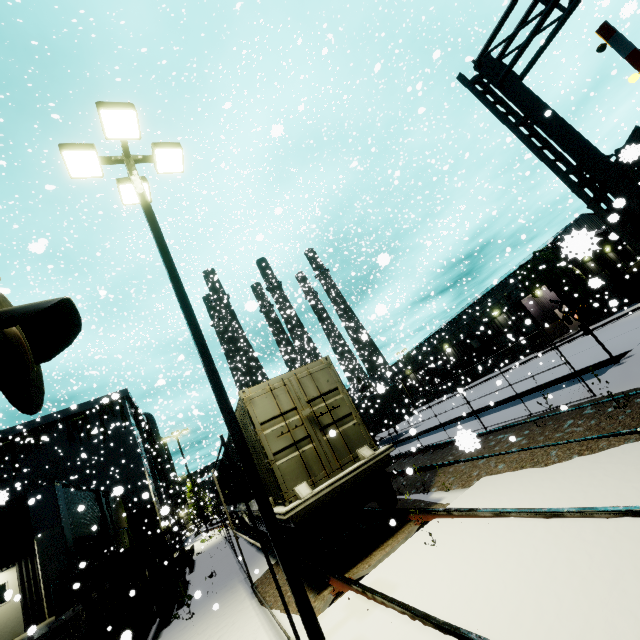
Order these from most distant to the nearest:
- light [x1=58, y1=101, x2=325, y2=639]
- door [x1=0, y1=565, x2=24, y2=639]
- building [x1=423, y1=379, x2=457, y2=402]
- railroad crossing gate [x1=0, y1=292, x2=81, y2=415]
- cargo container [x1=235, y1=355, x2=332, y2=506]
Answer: building [x1=423, y1=379, x2=457, y2=402] → door [x1=0, y1=565, x2=24, y2=639] → cargo container [x1=235, y1=355, x2=332, y2=506] → light [x1=58, y1=101, x2=325, y2=639] → railroad crossing gate [x1=0, y1=292, x2=81, y2=415]

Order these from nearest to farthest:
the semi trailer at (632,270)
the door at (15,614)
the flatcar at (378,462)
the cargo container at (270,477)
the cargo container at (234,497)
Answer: the flatcar at (378,462) → the cargo container at (270,477) → the door at (15,614) → the cargo container at (234,497) → the semi trailer at (632,270)

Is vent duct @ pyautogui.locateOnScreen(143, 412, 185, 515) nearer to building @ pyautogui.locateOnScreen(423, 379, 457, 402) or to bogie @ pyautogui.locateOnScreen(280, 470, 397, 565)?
building @ pyautogui.locateOnScreen(423, 379, 457, 402)

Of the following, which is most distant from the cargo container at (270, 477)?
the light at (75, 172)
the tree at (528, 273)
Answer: the light at (75, 172)

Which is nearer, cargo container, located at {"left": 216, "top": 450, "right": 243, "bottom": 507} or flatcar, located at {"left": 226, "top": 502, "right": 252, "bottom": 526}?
flatcar, located at {"left": 226, "top": 502, "right": 252, "bottom": 526}

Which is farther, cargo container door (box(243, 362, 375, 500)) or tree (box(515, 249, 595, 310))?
tree (box(515, 249, 595, 310))

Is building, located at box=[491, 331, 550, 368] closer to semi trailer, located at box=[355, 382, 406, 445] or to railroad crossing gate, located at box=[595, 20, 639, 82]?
semi trailer, located at box=[355, 382, 406, 445]

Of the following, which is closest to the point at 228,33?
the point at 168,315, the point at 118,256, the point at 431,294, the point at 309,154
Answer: the point at 309,154
